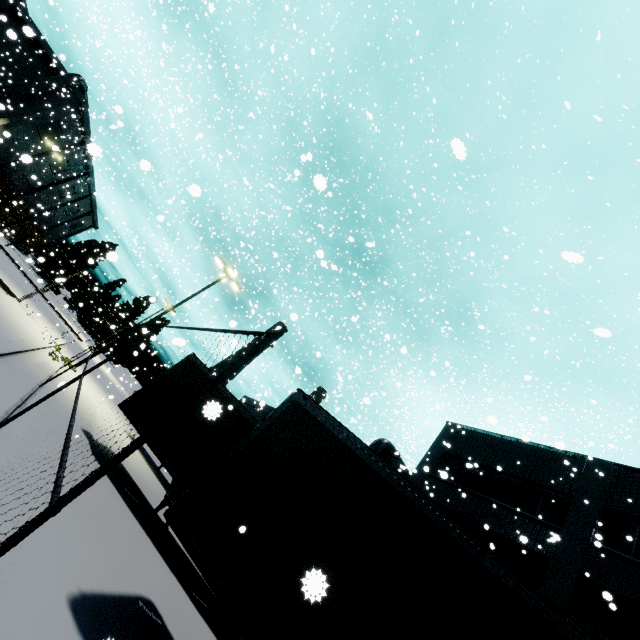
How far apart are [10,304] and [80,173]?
53.4 meters

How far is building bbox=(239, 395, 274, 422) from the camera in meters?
26.9 m

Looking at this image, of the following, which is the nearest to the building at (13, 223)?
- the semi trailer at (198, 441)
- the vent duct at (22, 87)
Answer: the vent duct at (22, 87)

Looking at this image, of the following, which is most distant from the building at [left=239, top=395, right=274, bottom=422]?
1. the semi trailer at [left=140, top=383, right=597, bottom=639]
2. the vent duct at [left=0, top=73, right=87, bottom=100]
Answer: the semi trailer at [left=140, top=383, right=597, bottom=639]

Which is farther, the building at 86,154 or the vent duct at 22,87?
the building at 86,154

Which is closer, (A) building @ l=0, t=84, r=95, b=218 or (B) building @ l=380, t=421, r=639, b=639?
(B) building @ l=380, t=421, r=639, b=639

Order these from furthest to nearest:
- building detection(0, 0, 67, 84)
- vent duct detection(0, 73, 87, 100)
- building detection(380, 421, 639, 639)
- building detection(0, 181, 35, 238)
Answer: building detection(0, 181, 35, 238), vent duct detection(0, 73, 87, 100), building detection(0, 0, 67, 84), building detection(380, 421, 639, 639)

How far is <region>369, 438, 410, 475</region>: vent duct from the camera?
22.5m
